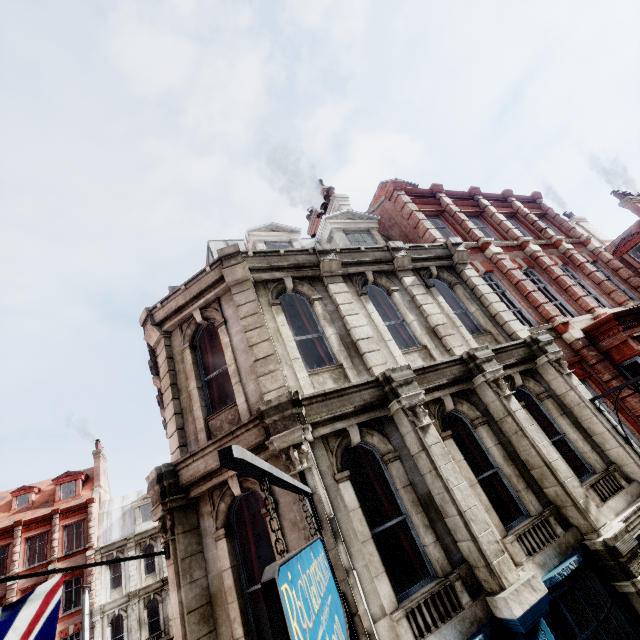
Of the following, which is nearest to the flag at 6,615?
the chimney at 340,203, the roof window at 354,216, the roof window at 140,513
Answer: the roof window at 354,216

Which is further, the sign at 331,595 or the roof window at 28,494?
the roof window at 28,494

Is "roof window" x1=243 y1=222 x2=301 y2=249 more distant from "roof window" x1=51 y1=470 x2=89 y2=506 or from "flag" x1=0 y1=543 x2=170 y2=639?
"roof window" x1=51 y1=470 x2=89 y2=506

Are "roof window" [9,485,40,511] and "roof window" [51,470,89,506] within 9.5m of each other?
yes

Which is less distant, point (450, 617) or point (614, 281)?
point (450, 617)

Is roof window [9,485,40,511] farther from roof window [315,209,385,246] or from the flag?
roof window [315,209,385,246]

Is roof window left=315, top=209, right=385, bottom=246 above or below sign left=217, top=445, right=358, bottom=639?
above

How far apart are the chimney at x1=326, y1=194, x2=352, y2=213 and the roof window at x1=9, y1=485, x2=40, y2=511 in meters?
36.2
